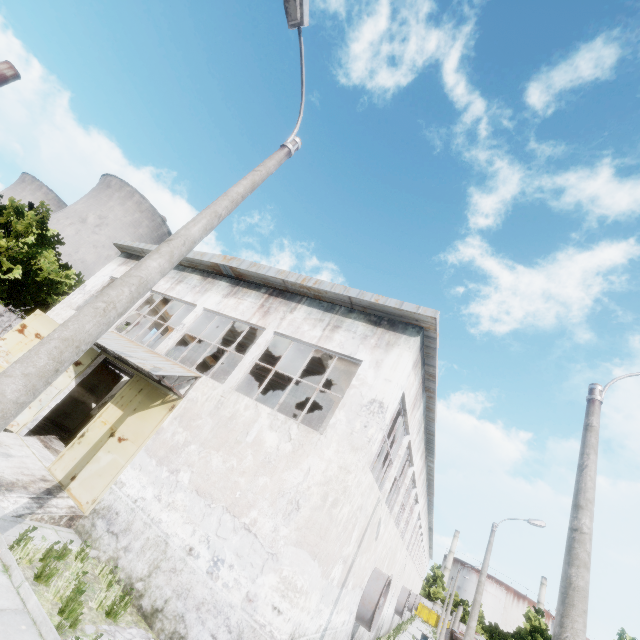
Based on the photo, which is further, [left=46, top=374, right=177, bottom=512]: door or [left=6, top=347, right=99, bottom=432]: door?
[left=6, top=347, right=99, bottom=432]: door

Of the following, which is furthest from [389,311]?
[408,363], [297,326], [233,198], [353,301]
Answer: [233,198]

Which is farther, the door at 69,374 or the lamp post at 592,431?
the door at 69,374

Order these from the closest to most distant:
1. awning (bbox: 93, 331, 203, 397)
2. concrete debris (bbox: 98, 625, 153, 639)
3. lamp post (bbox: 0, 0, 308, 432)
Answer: lamp post (bbox: 0, 0, 308, 432), concrete debris (bbox: 98, 625, 153, 639), awning (bbox: 93, 331, 203, 397)

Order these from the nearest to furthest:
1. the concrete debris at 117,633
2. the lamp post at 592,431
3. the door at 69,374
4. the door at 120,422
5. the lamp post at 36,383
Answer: the lamp post at 36,383, the lamp post at 592,431, the concrete debris at 117,633, the door at 120,422, the door at 69,374

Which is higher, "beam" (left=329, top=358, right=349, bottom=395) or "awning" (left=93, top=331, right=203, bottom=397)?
"beam" (left=329, top=358, right=349, bottom=395)

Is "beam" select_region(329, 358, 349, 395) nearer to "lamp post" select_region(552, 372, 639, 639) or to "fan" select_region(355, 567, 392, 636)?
"fan" select_region(355, 567, 392, 636)

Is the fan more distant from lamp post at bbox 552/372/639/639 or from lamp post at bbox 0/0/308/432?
lamp post at bbox 0/0/308/432
